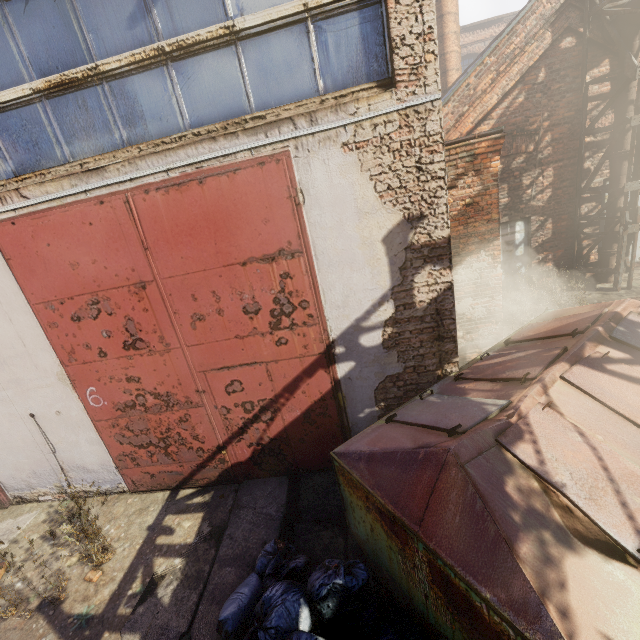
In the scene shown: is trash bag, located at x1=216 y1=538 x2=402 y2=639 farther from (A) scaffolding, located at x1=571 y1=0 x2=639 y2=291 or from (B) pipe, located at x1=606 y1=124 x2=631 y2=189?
(B) pipe, located at x1=606 y1=124 x2=631 y2=189

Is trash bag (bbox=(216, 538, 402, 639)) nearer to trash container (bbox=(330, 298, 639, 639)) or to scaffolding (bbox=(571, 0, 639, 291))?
trash container (bbox=(330, 298, 639, 639))

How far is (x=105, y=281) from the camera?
4.0m

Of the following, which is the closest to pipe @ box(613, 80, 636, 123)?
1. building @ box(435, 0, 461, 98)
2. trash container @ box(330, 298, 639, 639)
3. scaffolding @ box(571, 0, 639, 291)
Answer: scaffolding @ box(571, 0, 639, 291)

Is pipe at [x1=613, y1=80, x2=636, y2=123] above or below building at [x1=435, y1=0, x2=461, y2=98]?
below

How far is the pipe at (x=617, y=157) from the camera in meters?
7.4 m

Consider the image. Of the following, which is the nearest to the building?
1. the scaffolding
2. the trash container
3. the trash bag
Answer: the scaffolding
